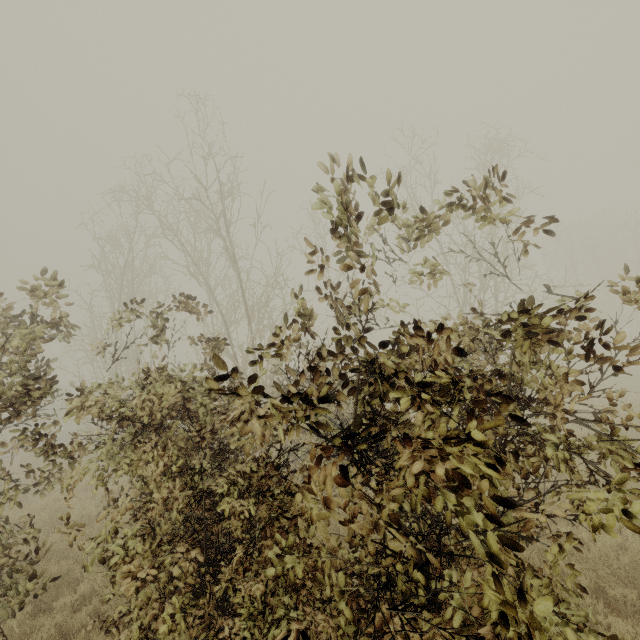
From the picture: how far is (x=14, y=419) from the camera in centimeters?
402cm
